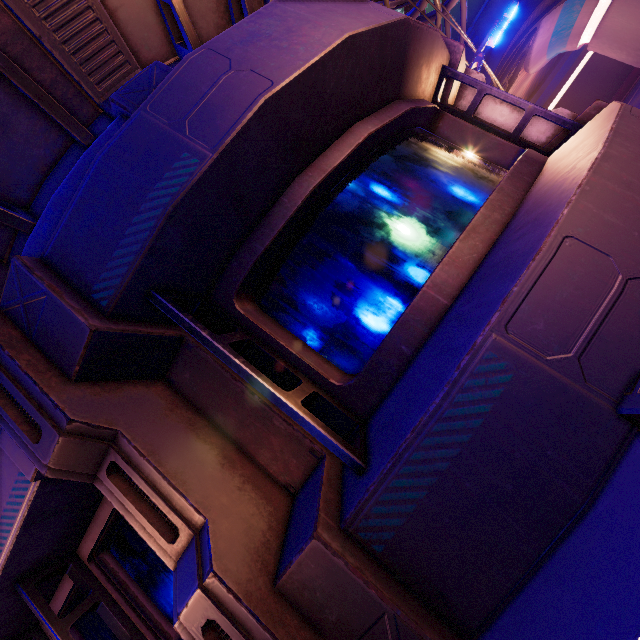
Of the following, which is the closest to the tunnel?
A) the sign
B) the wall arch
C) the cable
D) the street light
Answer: the wall arch

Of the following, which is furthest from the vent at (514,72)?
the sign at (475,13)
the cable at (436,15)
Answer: the cable at (436,15)

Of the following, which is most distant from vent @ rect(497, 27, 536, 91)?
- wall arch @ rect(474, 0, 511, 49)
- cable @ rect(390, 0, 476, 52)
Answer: cable @ rect(390, 0, 476, 52)

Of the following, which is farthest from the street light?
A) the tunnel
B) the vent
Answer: the vent

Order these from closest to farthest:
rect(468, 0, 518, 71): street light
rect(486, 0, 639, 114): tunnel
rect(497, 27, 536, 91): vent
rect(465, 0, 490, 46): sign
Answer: rect(468, 0, 518, 71): street light → rect(465, 0, 490, 46): sign → rect(486, 0, 639, 114): tunnel → rect(497, 27, 536, 91): vent

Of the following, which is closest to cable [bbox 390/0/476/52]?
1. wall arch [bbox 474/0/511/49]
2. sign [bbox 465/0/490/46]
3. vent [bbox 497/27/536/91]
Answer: wall arch [bbox 474/0/511/49]

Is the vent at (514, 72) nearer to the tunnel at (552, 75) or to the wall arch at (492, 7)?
the tunnel at (552, 75)

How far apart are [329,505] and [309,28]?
2.9 meters
